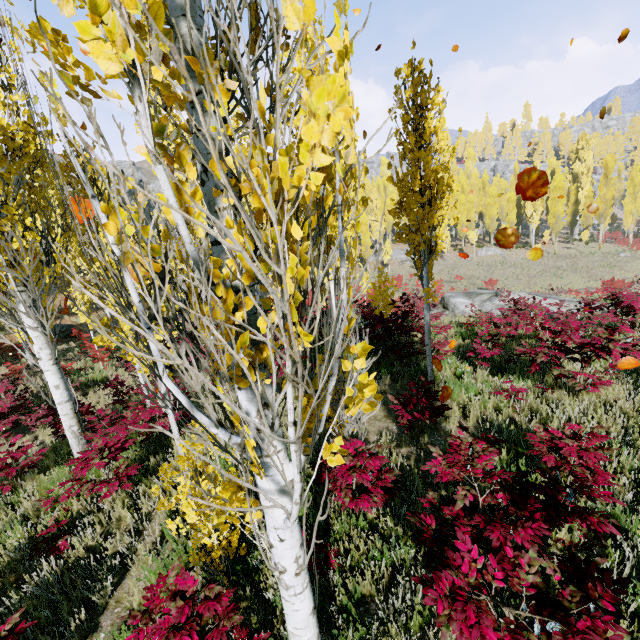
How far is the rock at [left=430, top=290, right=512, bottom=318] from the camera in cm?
1565

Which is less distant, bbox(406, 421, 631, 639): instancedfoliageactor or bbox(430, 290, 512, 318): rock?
bbox(406, 421, 631, 639): instancedfoliageactor

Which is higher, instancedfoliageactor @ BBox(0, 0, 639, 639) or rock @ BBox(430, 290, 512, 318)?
instancedfoliageactor @ BBox(0, 0, 639, 639)

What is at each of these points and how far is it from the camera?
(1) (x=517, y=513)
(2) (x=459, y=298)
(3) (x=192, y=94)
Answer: (1) instancedfoliageactor, 2.5 meters
(2) rock, 17.5 meters
(3) instancedfoliageactor, 0.8 meters

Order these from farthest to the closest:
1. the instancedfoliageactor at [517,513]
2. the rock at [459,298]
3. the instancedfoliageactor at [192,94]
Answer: the rock at [459,298], the instancedfoliageactor at [517,513], the instancedfoliageactor at [192,94]

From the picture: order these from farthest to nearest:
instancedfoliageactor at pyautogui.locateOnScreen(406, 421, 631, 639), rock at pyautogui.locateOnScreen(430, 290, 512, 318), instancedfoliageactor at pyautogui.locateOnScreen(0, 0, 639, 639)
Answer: rock at pyautogui.locateOnScreen(430, 290, 512, 318), instancedfoliageactor at pyautogui.locateOnScreen(406, 421, 631, 639), instancedfoliageactor at pyautogui.locateOnScreen(0, 0, 639, 639)

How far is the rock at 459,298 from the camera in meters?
15.6
